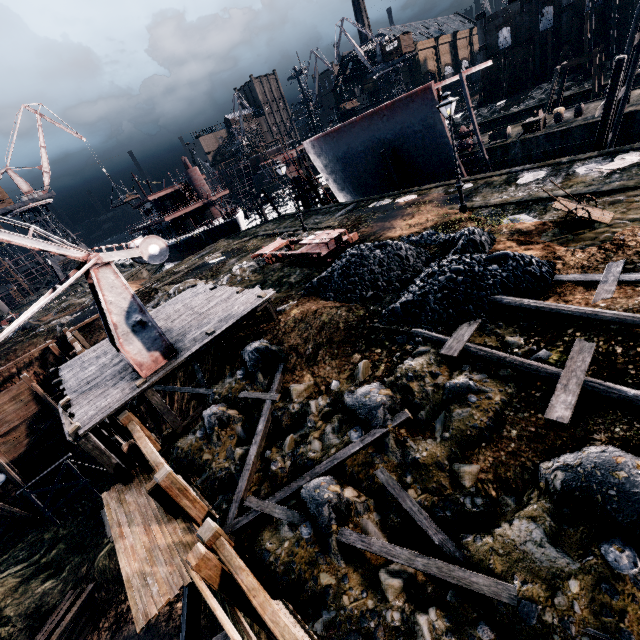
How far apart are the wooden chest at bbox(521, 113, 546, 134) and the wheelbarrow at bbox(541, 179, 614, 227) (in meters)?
24.23

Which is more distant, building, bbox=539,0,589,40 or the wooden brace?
building, bbox=539,0,589,40

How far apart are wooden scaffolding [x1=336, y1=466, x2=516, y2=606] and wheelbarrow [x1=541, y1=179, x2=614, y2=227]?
12.5 meters

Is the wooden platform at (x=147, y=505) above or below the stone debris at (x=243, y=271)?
below

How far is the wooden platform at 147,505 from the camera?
8.01m

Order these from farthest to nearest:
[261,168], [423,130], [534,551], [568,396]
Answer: [261,168] → [423,130] → [568,396] → [534,551]

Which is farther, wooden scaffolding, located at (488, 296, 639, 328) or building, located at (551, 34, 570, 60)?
building, located at (551, 34, 570, 60)

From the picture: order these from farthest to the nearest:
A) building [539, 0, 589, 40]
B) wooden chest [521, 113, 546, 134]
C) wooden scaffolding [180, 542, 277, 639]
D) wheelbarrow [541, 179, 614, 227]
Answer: building [539, 0, 589, 40], wooden chest [521, 113, 546, 134], wheelbarrow [541, 179, 614, 227], wooden scaffolding [180, 542, 277, 639]
